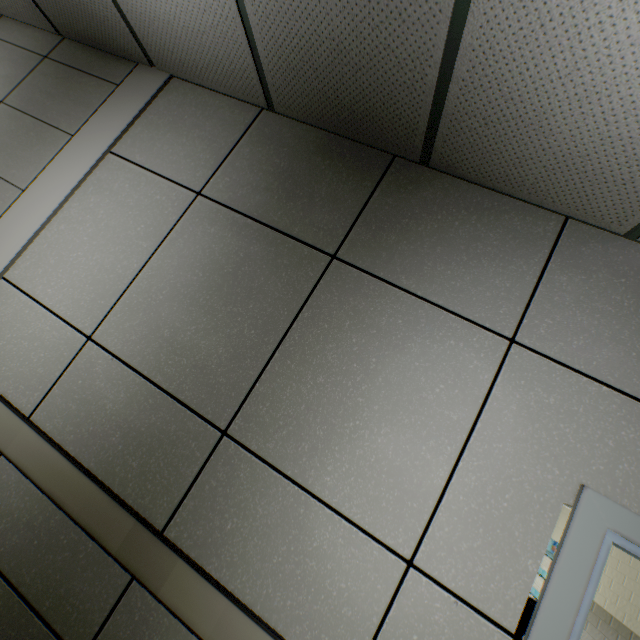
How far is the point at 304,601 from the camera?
1.2m
